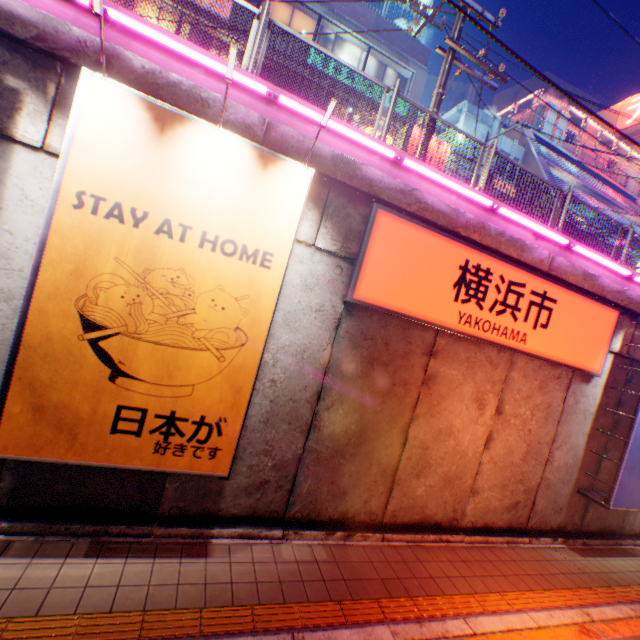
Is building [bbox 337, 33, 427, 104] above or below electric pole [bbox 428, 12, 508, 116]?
above

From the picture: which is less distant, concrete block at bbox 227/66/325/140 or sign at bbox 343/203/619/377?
concrete block at bbox 227/66/325/140

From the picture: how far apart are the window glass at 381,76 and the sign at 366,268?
15.2m

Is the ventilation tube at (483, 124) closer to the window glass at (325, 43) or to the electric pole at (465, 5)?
the window glass at (325, 43)

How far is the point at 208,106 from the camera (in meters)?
4.26

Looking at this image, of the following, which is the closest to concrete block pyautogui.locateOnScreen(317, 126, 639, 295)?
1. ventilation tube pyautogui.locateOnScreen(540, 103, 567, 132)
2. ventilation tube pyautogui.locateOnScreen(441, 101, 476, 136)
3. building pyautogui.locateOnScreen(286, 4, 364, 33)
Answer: building pyautogui.locateOnScreen(286, 4, 364, 33)

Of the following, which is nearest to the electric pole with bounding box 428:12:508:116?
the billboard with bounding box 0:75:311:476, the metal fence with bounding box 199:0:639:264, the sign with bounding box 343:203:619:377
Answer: the metal fence with bounding box 199:0:639:264

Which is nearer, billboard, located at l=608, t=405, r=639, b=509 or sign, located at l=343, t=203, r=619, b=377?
sign, located at l=343, t=203, r=619, b=377
